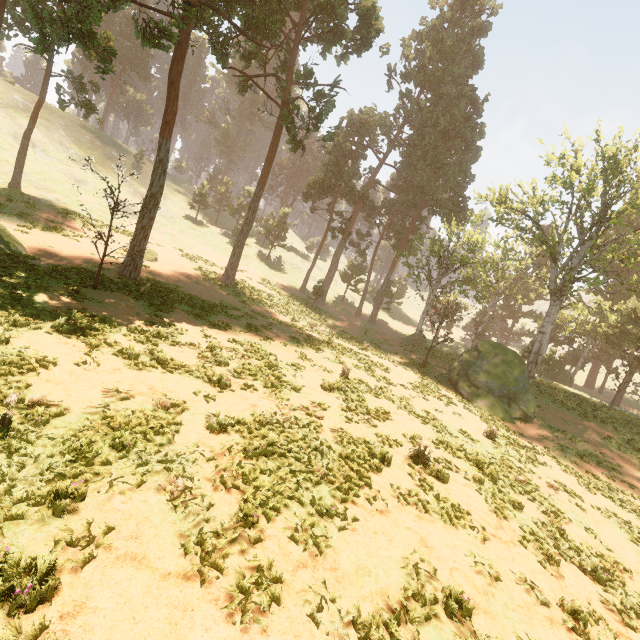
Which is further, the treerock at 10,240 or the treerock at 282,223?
the treerock at 282,223

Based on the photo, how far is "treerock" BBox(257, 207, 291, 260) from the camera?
49.25m

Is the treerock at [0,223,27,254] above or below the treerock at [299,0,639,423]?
below

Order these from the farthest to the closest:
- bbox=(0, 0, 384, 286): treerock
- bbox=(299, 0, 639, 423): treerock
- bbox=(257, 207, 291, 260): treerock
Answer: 1. bbox=(257, 207, 291, 260): treerock
2. bbox=(299, 0, 639, 423): treerock
3. bbox=(0, 0, 384, 286): treerock

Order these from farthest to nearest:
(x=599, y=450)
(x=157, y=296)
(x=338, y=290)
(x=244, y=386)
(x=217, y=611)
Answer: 1. (x=338, y=290)
2. (x=599, y=450)
3. (x=157, y=296)
4. (x=244, y=386)
5. (x=217, y=611)
